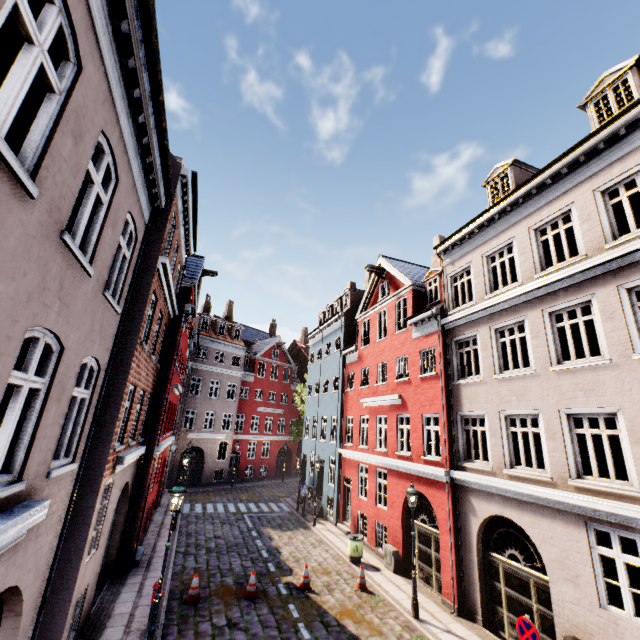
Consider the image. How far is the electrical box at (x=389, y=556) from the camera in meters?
13.7

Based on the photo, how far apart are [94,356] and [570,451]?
11.6m

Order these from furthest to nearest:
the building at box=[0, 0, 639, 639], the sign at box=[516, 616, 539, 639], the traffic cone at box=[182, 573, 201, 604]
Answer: the traffic cone at box=[182, 573, 201, 604] → the sign at box=[516, 616, 539, 639] → the building at box=[0, 0, 639, 639]

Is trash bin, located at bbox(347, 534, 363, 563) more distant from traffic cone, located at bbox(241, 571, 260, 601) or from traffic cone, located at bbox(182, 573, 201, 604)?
traffic cone, located at bbox(182, 573, 201, 604)

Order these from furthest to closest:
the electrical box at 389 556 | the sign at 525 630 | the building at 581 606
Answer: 1. the electrical box at 389 556
2. the sign at 525 630
3. the building at 581 606

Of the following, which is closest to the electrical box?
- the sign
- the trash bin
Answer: the trash bin

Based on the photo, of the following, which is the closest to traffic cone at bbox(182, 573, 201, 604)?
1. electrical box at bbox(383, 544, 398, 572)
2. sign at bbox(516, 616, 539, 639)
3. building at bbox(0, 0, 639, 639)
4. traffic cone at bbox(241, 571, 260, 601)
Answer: traffic cone at bbox(241, 571, 260, 601)

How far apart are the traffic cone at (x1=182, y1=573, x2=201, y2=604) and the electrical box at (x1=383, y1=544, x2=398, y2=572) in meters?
7.7
